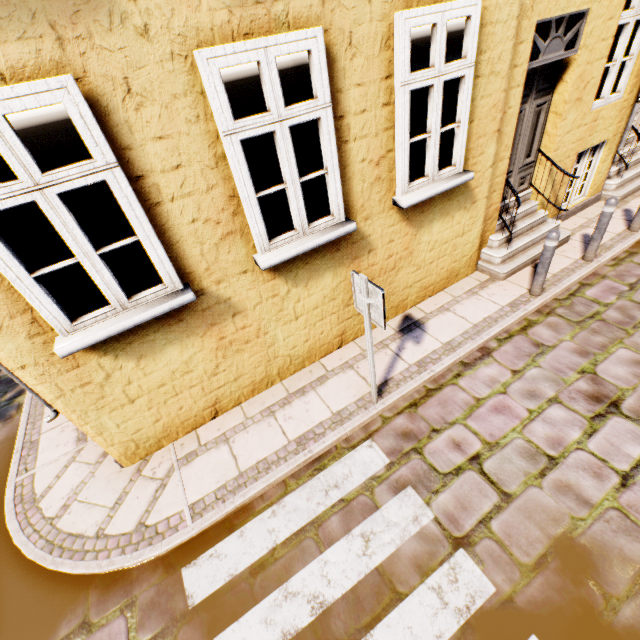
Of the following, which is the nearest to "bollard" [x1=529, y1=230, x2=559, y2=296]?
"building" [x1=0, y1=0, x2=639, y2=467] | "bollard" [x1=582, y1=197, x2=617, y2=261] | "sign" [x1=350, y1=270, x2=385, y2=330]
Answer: "building" [x1=0, y1=0, x2=639, y2=467]

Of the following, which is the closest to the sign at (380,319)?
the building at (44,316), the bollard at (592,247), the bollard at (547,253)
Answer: the building at (44,316)

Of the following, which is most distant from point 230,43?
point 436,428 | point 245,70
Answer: point 436,428

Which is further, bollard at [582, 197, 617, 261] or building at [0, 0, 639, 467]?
bollard at [582, 197, 617, 261]

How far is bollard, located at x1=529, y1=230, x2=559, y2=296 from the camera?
4.66m

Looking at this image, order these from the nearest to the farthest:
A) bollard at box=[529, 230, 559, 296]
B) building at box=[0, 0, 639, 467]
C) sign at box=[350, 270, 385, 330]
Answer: building at box=[0, 0, 639, 467] → sign at box=[350, 270, 385, 330] → bollard at box=[529, 230, 559, 296]

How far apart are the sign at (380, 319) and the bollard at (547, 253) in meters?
3.3

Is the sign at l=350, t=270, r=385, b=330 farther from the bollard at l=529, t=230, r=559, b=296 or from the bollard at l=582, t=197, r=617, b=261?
the bollard at l=582, t=197, r=617, b=261
